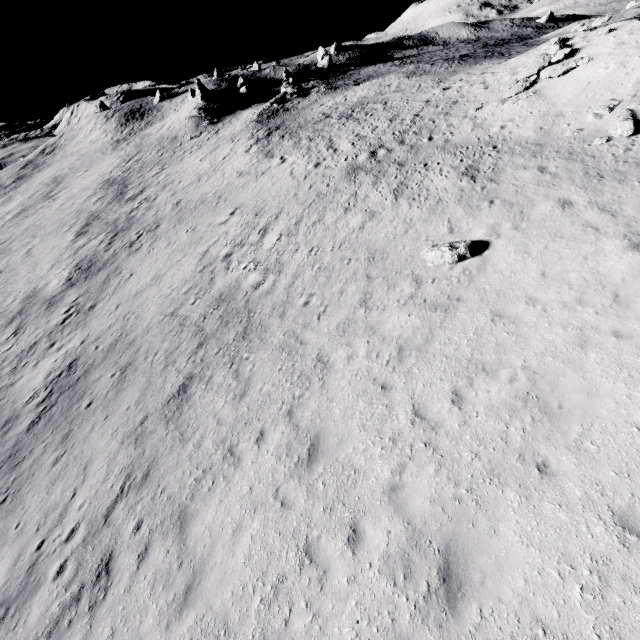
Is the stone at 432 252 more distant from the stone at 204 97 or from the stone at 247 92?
the stone at 247 92

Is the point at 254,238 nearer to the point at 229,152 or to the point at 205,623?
the point at 205,623

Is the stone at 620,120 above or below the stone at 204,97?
below

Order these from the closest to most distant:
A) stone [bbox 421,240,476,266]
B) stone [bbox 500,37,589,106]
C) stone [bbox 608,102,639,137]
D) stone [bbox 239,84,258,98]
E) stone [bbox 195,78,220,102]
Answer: stone [bbox 421,240,476,266], stone [bbox 608,102,639,137], stone [bbox 500,37,589,106], stone [bbox 195,78,220,102], stone [bbox 239,84,258,98]

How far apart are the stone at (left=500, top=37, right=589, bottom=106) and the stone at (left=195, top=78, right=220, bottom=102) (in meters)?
47.54

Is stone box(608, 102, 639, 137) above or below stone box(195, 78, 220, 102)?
below

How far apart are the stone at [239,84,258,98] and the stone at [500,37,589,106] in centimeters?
5146cm

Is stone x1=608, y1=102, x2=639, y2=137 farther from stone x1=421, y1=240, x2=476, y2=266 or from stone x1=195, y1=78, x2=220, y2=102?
stone x1=195, y1=78, x2=220, y2=102
